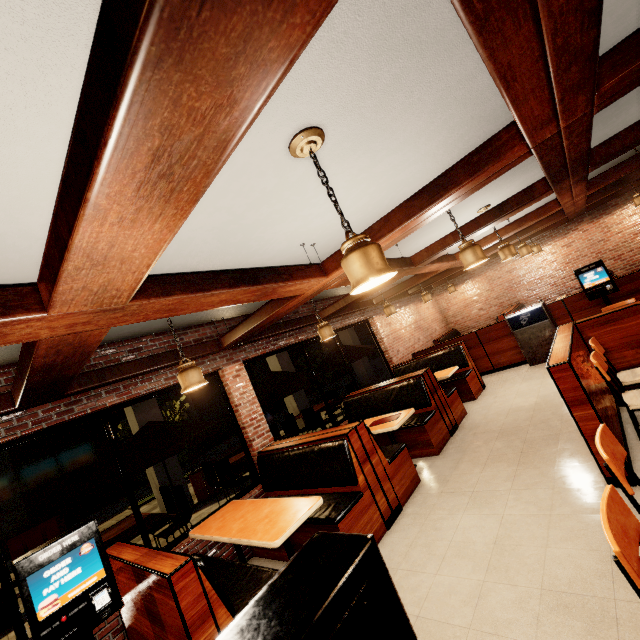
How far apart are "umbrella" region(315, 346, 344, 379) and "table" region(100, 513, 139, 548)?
4.92m

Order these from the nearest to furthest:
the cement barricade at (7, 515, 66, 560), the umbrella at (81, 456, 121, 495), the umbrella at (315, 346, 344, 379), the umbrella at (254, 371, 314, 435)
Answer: the umbrella at (81, 456, 121, 495)
the umbrella at (254, 371, 314, 435)
the umbrella at (315, 346, 344, 379)
the cement barricade at (7, 515, 66, 560)

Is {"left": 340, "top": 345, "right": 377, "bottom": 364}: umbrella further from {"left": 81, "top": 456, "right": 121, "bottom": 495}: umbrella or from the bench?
the bench

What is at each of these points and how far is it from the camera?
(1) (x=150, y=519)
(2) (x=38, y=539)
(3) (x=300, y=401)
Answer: (1) table, 5.5m
(2) cement barricade, 12.1m
(3) building, 11.8m

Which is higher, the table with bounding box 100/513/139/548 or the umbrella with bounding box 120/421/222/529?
the umbrella with bounding box 120/421/222/529

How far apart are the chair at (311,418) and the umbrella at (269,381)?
1.4 meters

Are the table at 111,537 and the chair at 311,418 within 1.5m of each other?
no

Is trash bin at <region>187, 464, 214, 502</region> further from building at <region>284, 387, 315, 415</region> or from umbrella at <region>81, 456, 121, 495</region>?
umbrella at <region>81, 456, 121, 495</region>
